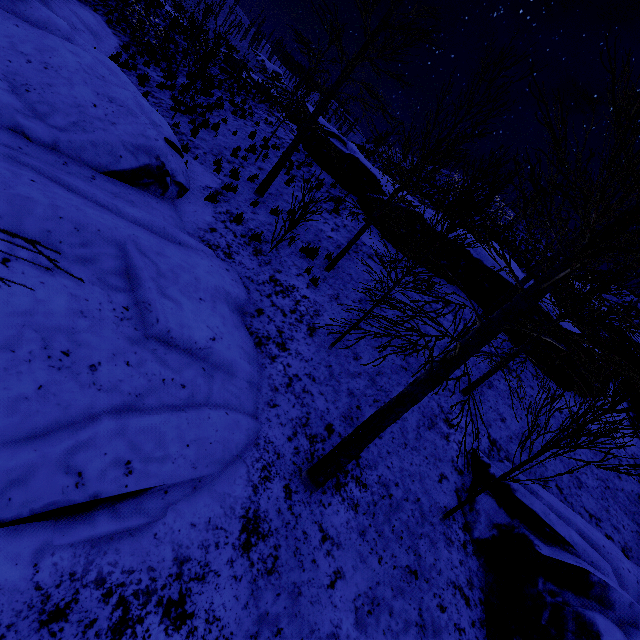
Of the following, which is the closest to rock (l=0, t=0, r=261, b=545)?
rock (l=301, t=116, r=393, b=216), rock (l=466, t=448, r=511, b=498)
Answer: rock (l=466, t=448, r=511, b=498)

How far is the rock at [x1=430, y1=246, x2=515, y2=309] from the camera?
12.4 meters

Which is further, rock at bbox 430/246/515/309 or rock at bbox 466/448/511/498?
rock at bbox 430/246/515/309

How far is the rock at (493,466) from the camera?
6.5m

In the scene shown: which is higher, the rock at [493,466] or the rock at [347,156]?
the rock at [347,156]

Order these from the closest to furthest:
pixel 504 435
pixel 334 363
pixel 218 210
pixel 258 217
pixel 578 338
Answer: pixel 578 338
pixel 334 363
pixel 504 435
pixel 218 210
pixel 258 217

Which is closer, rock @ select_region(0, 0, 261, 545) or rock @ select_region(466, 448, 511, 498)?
rock @ select_region(0, 0, 261, 545)

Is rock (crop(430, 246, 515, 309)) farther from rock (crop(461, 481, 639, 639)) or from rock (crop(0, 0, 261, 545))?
rock (crop(0, 0, 261, 545))
